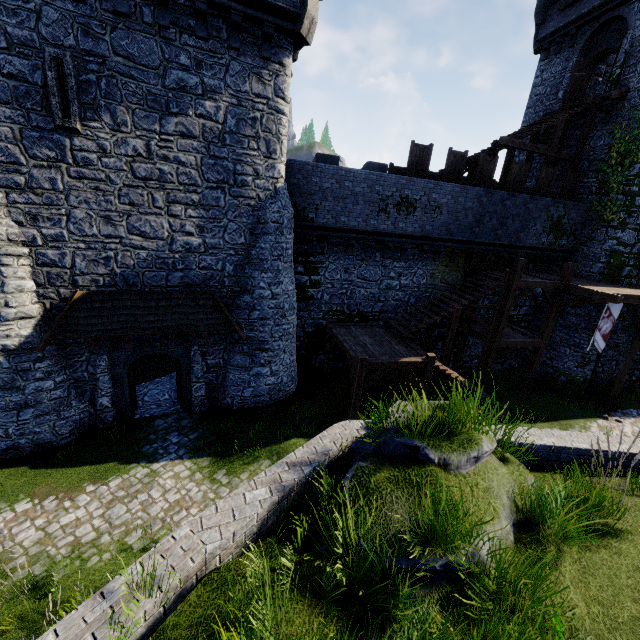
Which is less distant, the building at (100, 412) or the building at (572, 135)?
the building at (100, 412)

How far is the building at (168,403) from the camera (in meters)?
13.38

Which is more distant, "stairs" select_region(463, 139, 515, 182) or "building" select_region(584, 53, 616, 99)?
"building" select_region(584, 53, 616, 99)

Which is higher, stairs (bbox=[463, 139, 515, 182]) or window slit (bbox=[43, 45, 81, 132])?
stairs (bbox=[463, 139, 515, 182])

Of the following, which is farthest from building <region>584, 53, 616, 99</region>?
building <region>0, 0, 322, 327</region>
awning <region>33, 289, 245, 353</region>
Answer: awning <region>33, 289, 245, 353</region>

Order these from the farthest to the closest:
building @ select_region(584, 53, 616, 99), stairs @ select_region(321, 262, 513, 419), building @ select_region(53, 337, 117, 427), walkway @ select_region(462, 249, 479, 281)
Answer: building @ select_region(584, 53, 616, 99), walkway @ select_region(462, 249, 479, 281), stairs @ select_region(321, 262, 513, 419), building @ select_region(53, 337, 117, 427)

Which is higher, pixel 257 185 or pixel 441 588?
pixel 257 185

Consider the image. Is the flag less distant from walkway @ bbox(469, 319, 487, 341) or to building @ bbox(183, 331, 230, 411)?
walkway @ bbox(469, 319, 487, 341)
